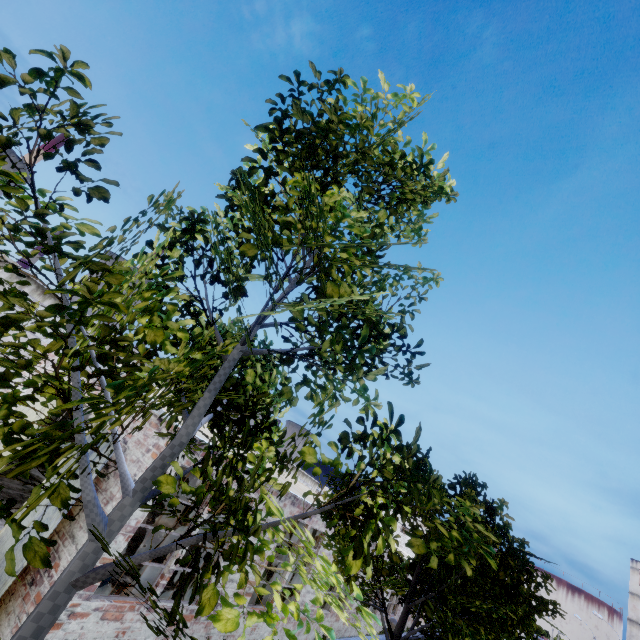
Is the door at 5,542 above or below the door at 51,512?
→ below

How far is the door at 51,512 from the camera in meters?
7.2

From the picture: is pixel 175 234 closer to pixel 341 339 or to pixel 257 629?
pixel 341 339

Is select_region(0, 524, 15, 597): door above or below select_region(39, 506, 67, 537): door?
below

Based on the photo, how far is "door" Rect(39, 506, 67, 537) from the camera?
7.2m
